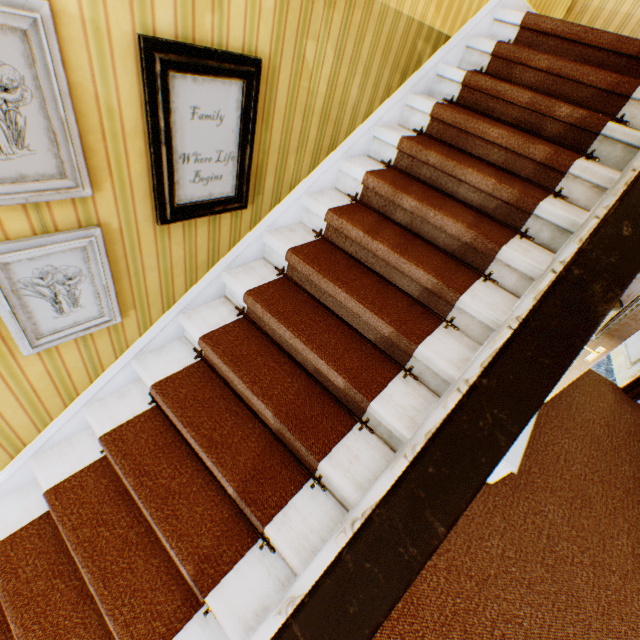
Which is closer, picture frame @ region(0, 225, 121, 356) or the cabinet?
picture frame @ region(0, 225, 121, 356)

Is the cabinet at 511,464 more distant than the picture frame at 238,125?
Yes

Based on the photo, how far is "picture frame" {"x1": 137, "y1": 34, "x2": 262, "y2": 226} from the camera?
1.3m

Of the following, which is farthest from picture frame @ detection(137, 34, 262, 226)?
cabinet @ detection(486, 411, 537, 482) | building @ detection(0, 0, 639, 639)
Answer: cabinet @ detection(486, 411, 537, 482)

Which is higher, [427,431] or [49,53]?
[49,53]

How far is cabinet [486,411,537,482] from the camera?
2.0m

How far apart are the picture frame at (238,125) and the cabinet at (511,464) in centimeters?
186cm

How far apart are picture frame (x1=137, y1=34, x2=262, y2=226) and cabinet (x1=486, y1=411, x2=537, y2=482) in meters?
1.9 m
